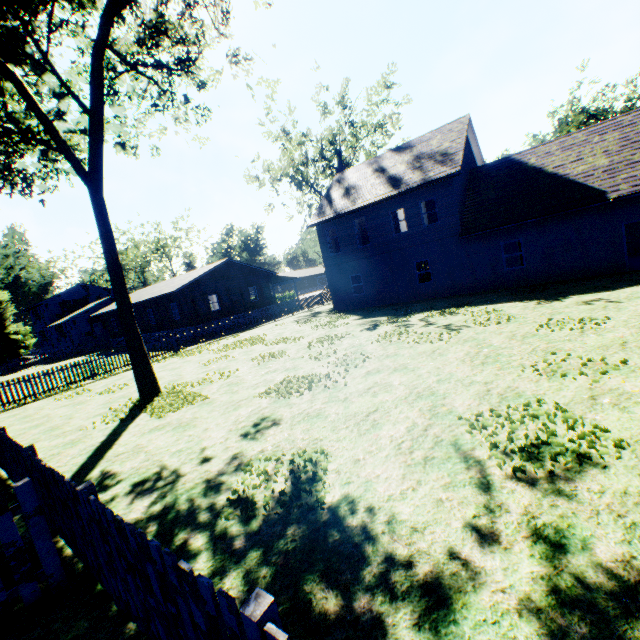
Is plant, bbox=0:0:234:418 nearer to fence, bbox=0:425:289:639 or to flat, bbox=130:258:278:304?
fence, bbox=0:425:289:639

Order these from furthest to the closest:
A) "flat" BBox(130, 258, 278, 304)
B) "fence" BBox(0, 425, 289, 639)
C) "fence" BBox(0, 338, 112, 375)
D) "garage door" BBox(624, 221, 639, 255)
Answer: "fence" BBox(0, 338, 112, 375) < "flat" BBox(130, 258, 278, 304) < "garage door" BBox(624, 221, 639, 255) < "fence" BBox(0, 425, 289, 639)

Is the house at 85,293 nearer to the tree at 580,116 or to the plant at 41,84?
the plant at 41,84

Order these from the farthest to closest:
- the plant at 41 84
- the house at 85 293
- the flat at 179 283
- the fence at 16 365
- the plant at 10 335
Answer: the house at 85 293 → the plant at 10 335 → the fence at 16 365 → the flat at 179 283 → the plant at 41 84

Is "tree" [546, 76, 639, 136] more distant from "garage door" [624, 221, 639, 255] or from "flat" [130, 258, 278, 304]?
"garage door" [624, 221, 639, 255]

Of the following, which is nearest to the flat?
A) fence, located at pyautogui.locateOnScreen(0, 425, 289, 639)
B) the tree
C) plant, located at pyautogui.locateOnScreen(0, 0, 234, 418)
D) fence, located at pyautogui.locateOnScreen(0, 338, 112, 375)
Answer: fence, located at pyautogui.locateOnScreen(0, 338, 112, 375)

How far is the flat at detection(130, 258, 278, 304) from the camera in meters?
29.2

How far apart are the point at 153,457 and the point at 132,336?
5.7m
